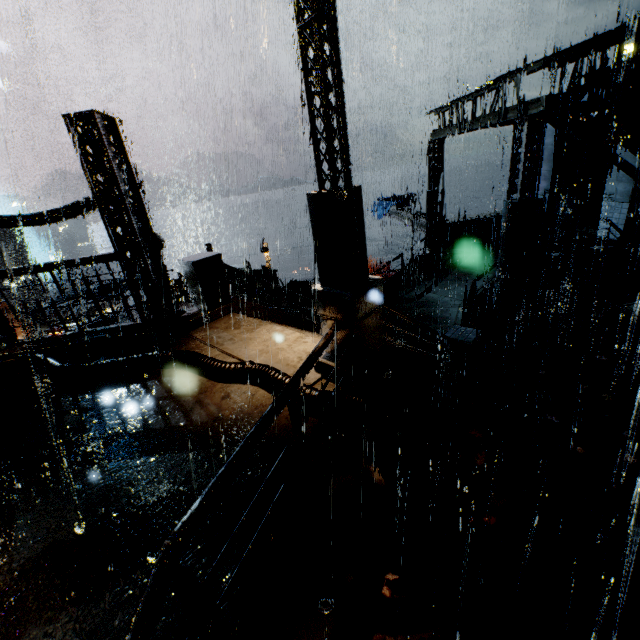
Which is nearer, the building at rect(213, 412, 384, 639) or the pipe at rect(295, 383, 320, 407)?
the building at rect(213, 412, 384, 639)

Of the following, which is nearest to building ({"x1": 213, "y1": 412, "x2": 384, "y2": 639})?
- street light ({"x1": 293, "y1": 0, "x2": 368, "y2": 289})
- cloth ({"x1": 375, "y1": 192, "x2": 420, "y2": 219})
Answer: street light ({"x1": 293, "y1": 0, "x2": 368, "y2": 289})

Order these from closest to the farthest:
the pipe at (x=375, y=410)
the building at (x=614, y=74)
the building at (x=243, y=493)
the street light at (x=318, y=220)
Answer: the building at (x=243, y=493), the street light at (x=318, y=220), the pipe at (x=375, y=410), the building at (x=614, y=74)

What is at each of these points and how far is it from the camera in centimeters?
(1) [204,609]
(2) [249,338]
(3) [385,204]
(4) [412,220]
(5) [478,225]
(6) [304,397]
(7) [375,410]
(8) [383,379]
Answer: (1) railing, 252cm
(2) stairs, 748cm
(3) cloth, 3000cm
(4) beam, 2280cm
(5) trash can, 1848cm
(6) pipe, 489cm
(7) pipe, 469cm
(8) building, 601cm

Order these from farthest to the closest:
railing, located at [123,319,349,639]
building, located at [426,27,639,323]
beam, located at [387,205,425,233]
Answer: beam, located at [387,205,425,233] < building, located at [426,27,639,323] < railing, located at [123,319,349,639]

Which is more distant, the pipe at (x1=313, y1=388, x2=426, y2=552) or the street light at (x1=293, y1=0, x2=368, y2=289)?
the pipe at (x1=313, y1=388, x2=426, y2=552)

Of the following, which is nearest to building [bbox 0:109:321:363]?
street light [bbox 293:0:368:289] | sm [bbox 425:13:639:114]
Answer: sm [bbox 425:13:639:114]

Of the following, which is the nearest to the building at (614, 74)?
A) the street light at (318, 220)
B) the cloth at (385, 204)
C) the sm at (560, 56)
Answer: the sm at (560, 56)
